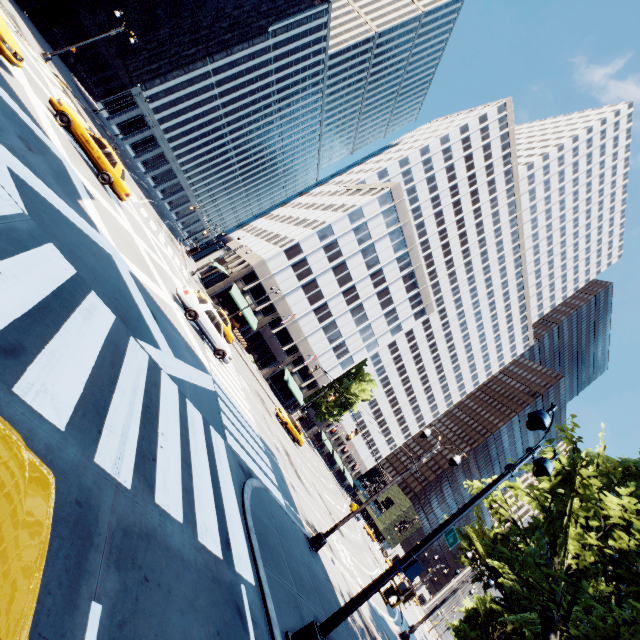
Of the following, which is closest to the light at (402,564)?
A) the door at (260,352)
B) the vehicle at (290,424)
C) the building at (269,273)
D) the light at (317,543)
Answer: the light at (317,543)

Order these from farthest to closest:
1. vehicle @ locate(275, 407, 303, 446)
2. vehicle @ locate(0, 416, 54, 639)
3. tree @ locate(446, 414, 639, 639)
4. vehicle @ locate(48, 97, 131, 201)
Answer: vehicle @ locate(275, 407, 303, 446) → vehicle @ locate(48, 97, 131, 201) → tree @ locate(446, 414, 639, 639) → vehicle @ locate(0, 416, 54, 639)

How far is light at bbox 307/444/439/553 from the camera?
13.24m

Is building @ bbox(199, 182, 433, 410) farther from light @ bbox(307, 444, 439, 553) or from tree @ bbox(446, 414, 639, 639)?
light @ bbox(307, 444, 439, 553)

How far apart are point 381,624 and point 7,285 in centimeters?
2271cm

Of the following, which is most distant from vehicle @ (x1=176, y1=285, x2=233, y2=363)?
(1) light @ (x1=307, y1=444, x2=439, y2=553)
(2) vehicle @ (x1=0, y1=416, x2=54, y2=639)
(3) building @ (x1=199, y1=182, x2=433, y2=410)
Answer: (3) building @ (x1=199, y1=182, x2=433, y2=410)

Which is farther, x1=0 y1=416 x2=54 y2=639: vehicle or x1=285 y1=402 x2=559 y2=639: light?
x1=285 y1=402 x2=559 y2=639: light

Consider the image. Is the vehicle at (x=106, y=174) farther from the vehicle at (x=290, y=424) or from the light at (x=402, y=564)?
the vehicle at (x=290, y=424)
